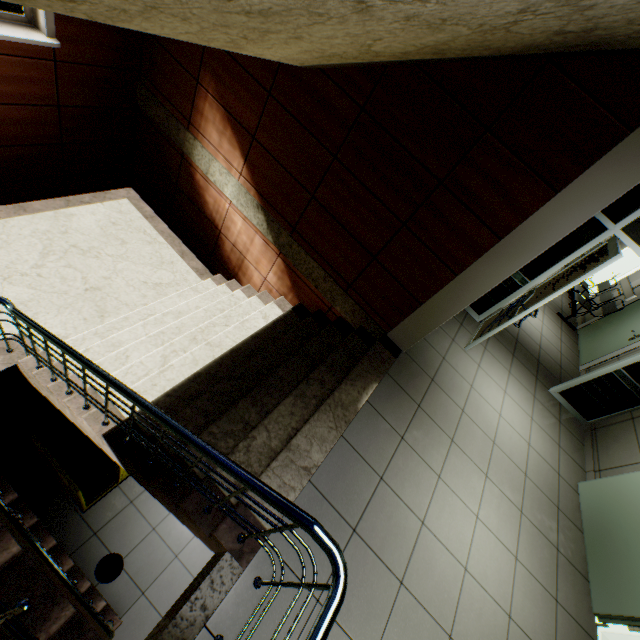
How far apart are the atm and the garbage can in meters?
0.6 m

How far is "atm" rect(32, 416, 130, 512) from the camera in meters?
3.3

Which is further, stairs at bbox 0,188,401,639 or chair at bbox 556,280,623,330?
chair at bbox 556,280,623,330

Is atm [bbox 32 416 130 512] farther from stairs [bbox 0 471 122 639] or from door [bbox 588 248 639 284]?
door [bbox 588 248 639 284]

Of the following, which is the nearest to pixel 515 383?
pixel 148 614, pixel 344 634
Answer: pixel 344 634

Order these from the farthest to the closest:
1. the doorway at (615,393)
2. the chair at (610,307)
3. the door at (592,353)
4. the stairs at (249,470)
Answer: the chair at (610,307)
the door at (592,353)
the doorway at (615,393)
the stairs at (249,470)

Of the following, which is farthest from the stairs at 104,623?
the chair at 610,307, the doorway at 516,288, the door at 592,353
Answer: the chair at 610,307

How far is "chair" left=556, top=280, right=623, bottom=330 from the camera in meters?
6.9 m
